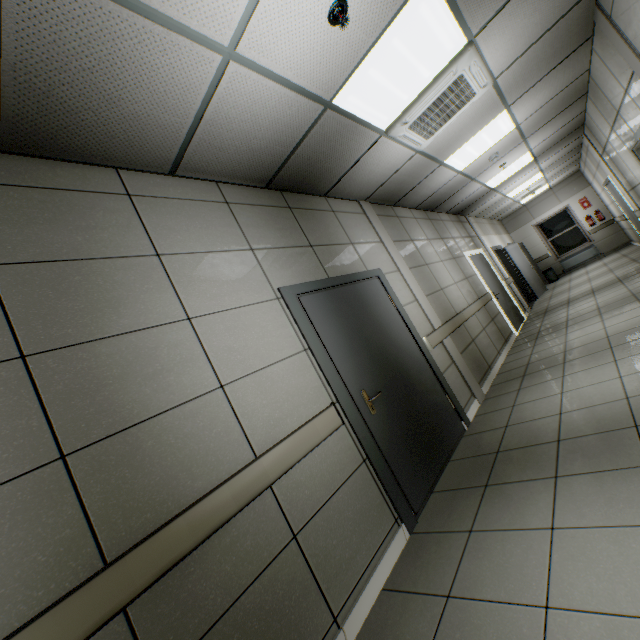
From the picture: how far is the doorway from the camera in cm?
252

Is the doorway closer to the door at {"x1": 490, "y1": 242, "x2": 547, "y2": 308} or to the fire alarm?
the fire alarm

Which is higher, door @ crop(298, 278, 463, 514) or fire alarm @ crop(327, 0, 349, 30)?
fire alarm @ crop(327, 0, 349, 30)

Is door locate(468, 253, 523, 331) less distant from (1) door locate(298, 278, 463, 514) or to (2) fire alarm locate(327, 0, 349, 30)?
(1) door locate(298, 278, 463, 514)

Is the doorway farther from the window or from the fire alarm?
the window

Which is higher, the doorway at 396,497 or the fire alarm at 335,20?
the fire alarm at 335,20

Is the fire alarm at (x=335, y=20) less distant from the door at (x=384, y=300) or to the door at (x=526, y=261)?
the door at (x=384, y=300)

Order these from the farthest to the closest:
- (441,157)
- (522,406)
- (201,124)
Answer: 1. (441,157)
2. (522,406)
3. (201,124)
